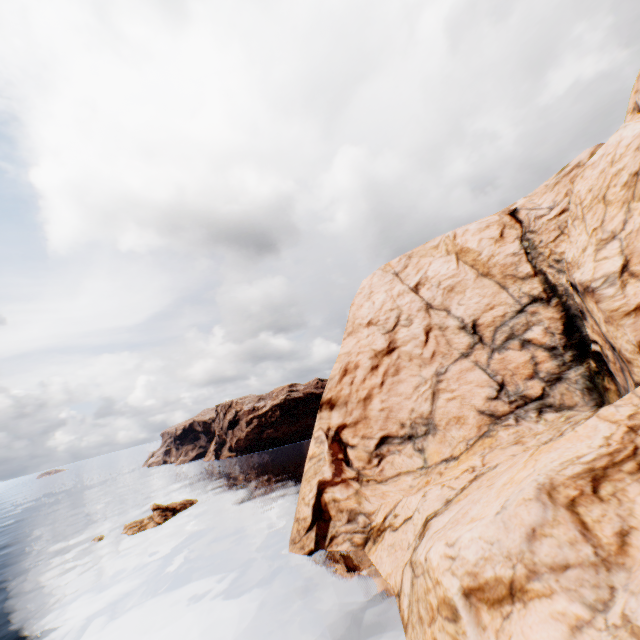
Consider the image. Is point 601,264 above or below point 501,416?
above

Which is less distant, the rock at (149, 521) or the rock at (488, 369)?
the rock at (488, 369)

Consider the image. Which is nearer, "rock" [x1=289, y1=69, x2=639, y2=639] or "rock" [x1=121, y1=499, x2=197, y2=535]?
"rock" [x1=289, y1=69, x2=639, y2=639]

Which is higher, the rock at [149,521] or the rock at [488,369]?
the rock at [488,369]

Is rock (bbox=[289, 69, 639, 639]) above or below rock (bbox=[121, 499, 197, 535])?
above

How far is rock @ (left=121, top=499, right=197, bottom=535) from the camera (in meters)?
43.25
